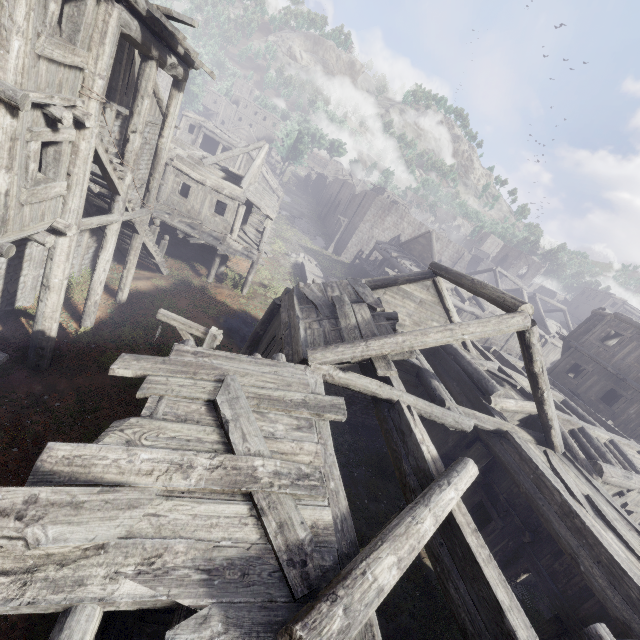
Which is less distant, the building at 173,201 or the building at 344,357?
the building at 344,357

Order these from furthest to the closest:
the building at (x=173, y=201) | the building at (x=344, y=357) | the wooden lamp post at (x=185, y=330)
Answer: the wooden lamp post at (x=185, y=330) < the building at (x=173, y=201) < the building at (x=344, y=357)

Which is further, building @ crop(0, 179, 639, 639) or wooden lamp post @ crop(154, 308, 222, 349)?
wooden lamp post @ crop(154, 308, 222, 349)

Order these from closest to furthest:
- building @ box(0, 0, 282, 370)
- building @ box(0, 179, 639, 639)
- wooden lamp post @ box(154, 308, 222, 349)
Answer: building @ box(0, 179, 639, 639) → building @ box(0, 0, 282, 370) → wooden lamp post @ box(154, 308, 222, 349)

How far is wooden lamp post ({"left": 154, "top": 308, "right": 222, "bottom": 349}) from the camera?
7.56m

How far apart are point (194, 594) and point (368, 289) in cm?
845

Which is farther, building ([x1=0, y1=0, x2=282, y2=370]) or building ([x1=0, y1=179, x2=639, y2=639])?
building ([x1=0, y1=0, x2=282, y2=370])
